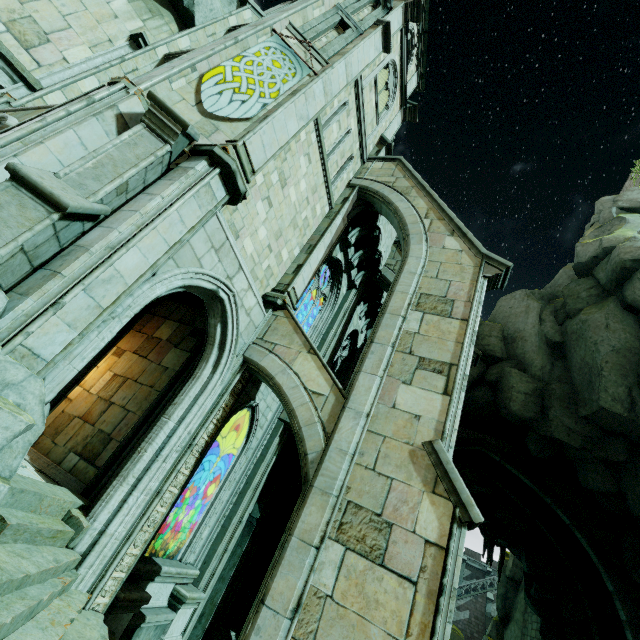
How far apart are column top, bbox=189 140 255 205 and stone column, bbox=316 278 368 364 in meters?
7.5 m

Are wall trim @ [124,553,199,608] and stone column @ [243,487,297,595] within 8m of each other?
yes

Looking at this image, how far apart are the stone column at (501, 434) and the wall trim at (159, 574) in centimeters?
1527cm

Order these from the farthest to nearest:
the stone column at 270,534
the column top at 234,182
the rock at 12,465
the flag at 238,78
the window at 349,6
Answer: the stone column at 270,534
the window at 349,6
the flag at 238,78
the column top at 234,182
the rock at 12,465

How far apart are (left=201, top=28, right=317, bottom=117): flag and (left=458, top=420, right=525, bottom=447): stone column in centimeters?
1839cm

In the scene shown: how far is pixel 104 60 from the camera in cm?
921

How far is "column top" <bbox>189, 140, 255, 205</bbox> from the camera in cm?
602

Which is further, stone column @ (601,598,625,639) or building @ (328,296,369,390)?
building @ (328,296,369,390)
